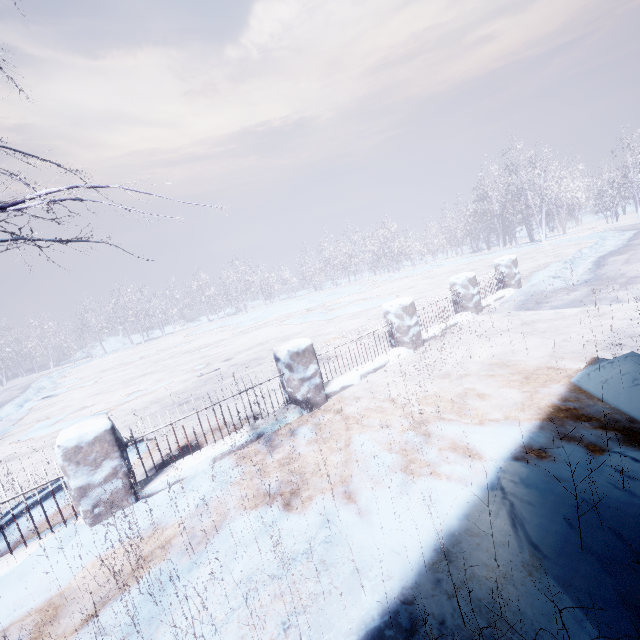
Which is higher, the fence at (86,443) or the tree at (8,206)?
the tree at (8,206)

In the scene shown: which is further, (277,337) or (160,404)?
(277,337)

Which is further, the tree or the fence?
the fence

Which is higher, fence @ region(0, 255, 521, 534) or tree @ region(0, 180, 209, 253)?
tree @ region(0, 180, 209, 253)

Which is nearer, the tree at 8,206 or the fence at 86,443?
the tree at 8,206
